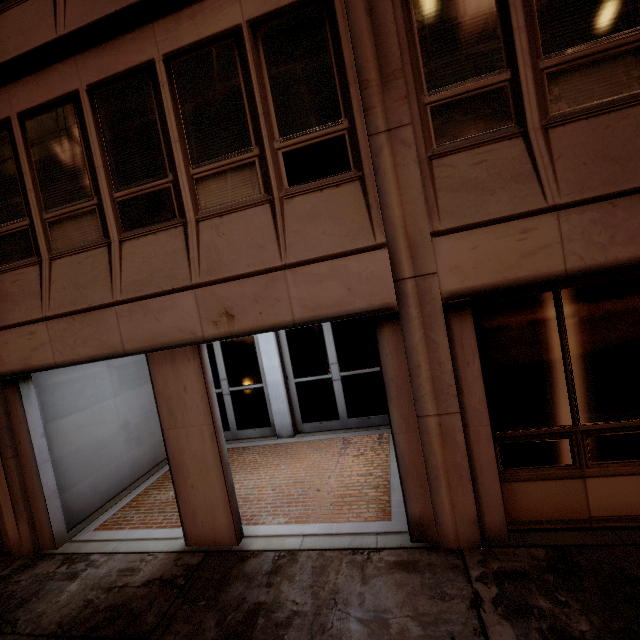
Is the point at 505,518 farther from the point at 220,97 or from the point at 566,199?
the point at 220,97
